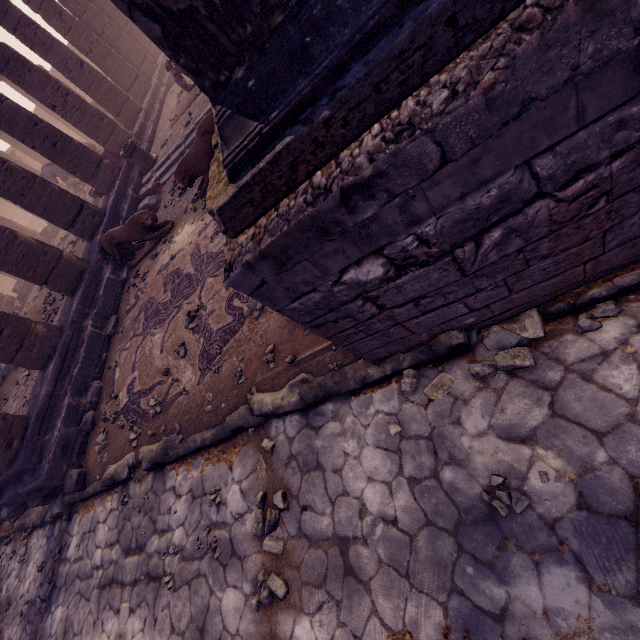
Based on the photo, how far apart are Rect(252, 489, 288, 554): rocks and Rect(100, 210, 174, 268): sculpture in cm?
697

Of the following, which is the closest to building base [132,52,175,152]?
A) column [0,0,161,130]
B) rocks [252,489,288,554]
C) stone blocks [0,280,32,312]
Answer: column [0,0,161,130]

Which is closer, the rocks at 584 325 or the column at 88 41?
the rocks at 584 325

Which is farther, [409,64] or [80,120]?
[80,120]

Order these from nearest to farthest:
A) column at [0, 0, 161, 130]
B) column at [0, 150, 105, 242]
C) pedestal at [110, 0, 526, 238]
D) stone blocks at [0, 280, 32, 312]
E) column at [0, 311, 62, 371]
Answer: pedestal at [110, 0, 526, 238]
column at [0, 311, 62, 371]
column at [0, 150, 105, 242]
column at [0, 0, 161, 130]
stone blocks at [0, 280, 32, 312]

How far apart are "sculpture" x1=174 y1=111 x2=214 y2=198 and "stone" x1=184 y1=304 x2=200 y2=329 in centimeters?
311cm

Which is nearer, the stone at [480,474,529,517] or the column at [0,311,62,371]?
the stone at [480,474,529,517]

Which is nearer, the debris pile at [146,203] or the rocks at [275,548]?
the rocks at [275,548]
